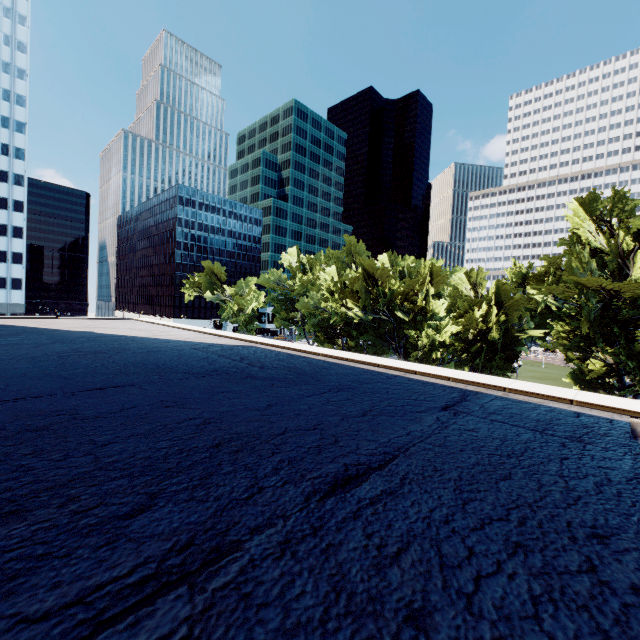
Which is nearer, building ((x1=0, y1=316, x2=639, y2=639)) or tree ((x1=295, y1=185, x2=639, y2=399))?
building ((x1=0, y1=316, x2=639, y2=639))

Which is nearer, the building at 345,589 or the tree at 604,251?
the building at 345,589

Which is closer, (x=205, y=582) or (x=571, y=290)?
(x=205, y=582)
